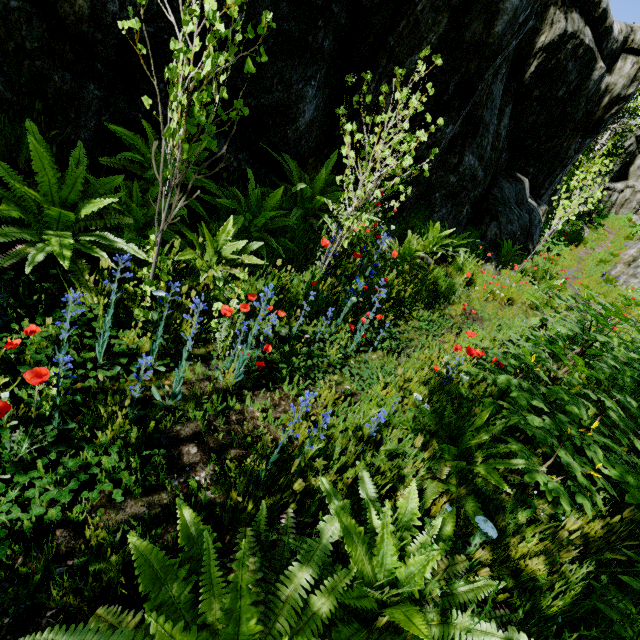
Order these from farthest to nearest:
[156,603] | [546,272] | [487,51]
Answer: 1. [546,272]
2. [487,51]
3. [156,603]

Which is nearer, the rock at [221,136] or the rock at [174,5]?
the rock at [174,5]

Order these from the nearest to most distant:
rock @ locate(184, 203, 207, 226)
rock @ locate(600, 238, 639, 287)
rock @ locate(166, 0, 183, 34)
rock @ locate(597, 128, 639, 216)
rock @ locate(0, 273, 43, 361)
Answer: rock @ locate(0, 273, 43, 361) → rock @ locate(166, 0, 183, 34) → rock @ locate(184, 203, 207, 226) → rock @ locate(600, 238, 639, 287) → rock @ locate(597, 128, 639, 216)

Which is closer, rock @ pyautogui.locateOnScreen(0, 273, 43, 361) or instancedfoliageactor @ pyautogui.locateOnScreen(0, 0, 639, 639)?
instancedfoliageactor @ pyautogui.locateOnScreen(0, 0, 639, 639)

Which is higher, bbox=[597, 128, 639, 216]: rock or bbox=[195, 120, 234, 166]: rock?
bbox=[597, 128, 639, 216]: rock

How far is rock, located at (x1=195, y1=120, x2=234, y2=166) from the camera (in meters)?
3.54

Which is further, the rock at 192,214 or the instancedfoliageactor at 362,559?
the rock at 192,214
